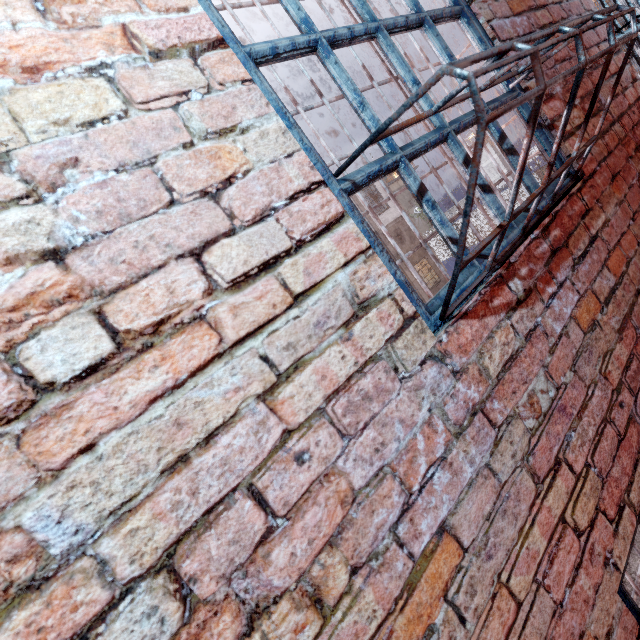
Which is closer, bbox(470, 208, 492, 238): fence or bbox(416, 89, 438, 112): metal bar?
bbox(416, 89, 438, 112): metal bar

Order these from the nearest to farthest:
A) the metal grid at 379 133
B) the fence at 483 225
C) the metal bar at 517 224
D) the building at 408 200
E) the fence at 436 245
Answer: the metal grid at 379 133 < the metal bar at 517 224 < the fence at 483 225 < the fence at 436 245 < the building at 408 200

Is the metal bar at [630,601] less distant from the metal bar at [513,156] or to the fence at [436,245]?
the metal bar at [513,156]

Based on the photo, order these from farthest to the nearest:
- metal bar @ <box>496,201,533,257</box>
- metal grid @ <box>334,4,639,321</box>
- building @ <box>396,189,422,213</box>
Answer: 1. building @ <box>396,189,422,213</box>
2. metal bar @ <box>496,201,533,257</box>
3. metal grid @ <box>334,4,639,321</box>

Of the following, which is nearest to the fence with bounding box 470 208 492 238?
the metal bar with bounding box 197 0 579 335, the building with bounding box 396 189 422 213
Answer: the building with bounding box 396 189 422 213

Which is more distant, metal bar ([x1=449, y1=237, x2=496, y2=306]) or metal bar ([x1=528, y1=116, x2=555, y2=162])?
metal bar ([x1=528, y1=116, x2=555, y2=162])

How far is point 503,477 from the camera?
0.9 meters

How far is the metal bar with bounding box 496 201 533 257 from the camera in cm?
121
